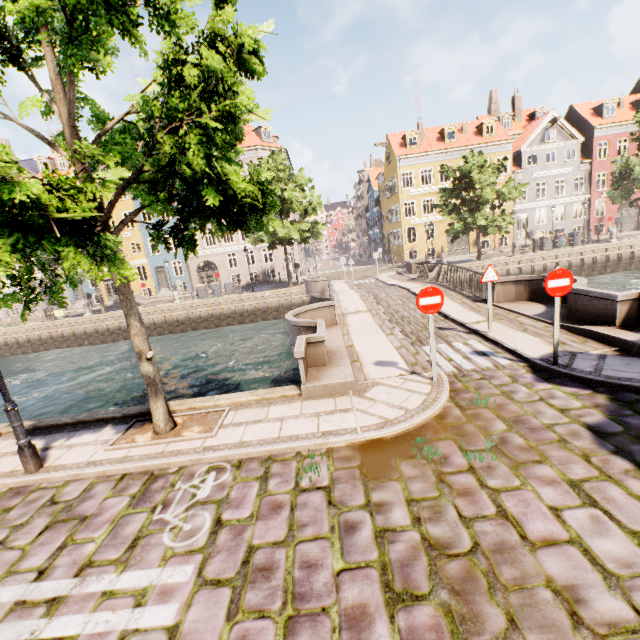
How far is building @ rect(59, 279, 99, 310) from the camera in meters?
36.2 m

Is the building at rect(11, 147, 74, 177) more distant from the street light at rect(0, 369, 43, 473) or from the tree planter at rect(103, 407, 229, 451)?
the tree planter at rect(103, 407, 229, 451)

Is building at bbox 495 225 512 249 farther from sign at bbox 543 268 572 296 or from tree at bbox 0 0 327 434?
sign at bbox 543 268 572 296

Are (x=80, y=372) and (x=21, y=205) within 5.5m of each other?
no

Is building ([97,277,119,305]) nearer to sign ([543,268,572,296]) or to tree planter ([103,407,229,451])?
tree planter ([103,407,229,451])

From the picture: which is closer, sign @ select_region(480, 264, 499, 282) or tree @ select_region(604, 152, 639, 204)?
sign @ select_region(480, 264, 499, 282)

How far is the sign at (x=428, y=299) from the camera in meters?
6.1

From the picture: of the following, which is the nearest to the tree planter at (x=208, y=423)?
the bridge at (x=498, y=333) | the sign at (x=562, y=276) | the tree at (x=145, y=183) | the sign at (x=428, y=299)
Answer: the tree at (x=145, y=183)
